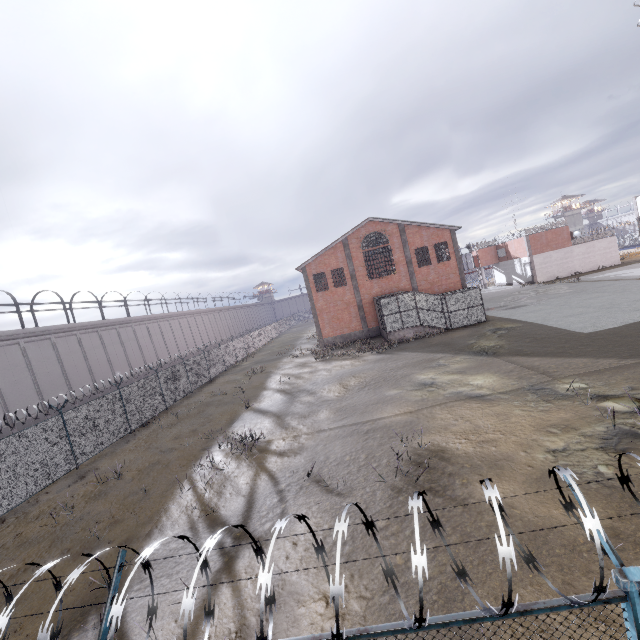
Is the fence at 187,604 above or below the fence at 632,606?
above

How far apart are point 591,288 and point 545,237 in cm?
1847

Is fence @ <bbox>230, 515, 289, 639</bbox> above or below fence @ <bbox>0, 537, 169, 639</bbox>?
above

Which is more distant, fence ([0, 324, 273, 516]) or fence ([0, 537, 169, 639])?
fence ([0, 324, 273, 516])
